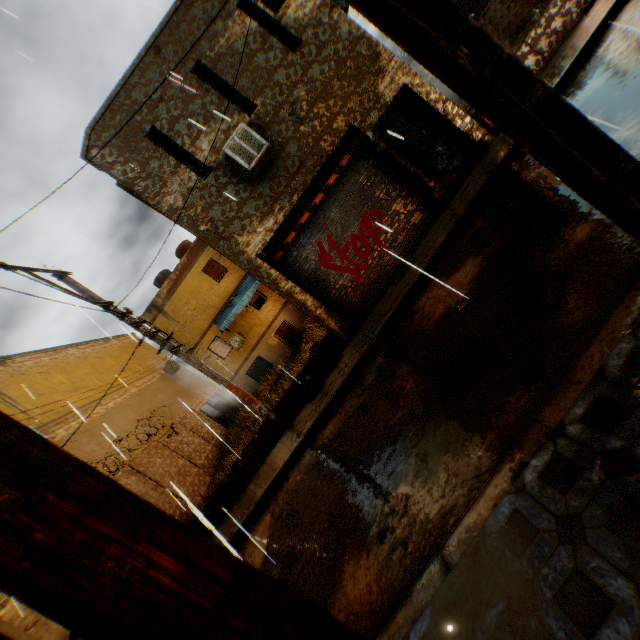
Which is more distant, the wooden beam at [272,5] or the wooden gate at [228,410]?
the wooden gate at [228,410]

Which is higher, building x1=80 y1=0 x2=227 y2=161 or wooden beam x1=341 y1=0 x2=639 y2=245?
building x1=80 y1=0 x2=227 y2=161

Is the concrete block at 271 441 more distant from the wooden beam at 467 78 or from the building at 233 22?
the wooden beam at 467 78

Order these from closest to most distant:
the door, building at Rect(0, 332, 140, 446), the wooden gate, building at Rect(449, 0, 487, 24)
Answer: the door
building at Rect(0, 332, 140, 446)
the wooden gate
building at Rect(449, 0, 487, 24)

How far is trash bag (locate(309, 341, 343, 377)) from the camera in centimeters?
834cm

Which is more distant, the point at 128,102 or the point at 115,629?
the point at 128,102

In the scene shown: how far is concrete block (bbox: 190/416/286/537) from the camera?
8.84m

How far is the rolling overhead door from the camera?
8.7 meters
